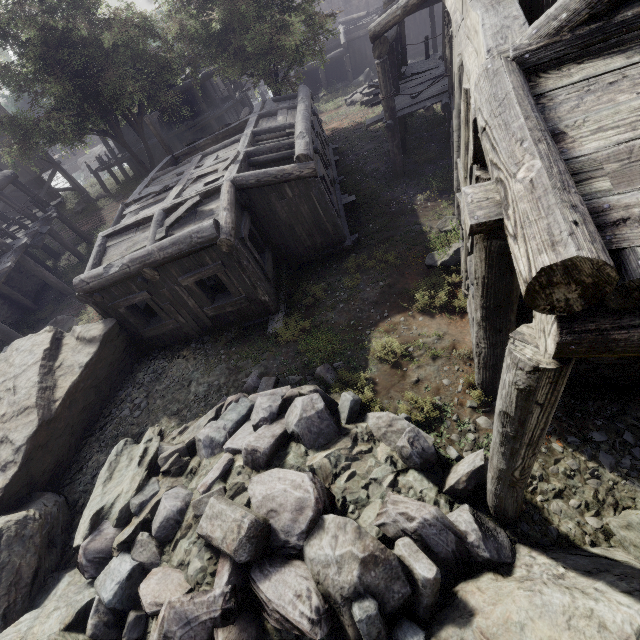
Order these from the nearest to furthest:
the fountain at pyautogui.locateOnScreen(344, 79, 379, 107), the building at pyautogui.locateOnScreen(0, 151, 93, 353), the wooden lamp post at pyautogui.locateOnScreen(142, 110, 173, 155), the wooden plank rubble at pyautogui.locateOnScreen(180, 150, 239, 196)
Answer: the wooden plank rubble at pyautogui.locateOnScreen(180, 150, 239, 196), the building at pyautogui.locateOnScreen(0, 151, 93, 353), the wooden lamp post at pyautogui.locateOnScreen(142, 110, 173, 155), the fountain at pyautogui.locateOnScreen(344, 79, 379, 107)

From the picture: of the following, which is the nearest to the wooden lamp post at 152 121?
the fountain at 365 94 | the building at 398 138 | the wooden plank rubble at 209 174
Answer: the building at 398 138

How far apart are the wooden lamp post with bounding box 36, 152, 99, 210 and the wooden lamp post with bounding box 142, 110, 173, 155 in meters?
13.1

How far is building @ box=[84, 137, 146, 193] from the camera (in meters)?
26.58

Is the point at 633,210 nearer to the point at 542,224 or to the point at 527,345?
the point at 542,224

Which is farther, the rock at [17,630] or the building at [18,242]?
the building at [18,242]

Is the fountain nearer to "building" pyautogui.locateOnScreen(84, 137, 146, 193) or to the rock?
"building" pyautogui.locateOnScreen(84, 137, 146, 193)

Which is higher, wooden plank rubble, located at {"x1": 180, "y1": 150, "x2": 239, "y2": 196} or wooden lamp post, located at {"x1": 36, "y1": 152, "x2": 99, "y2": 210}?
wooden plank rubble, located at {"x1": 180, "y1": 150, "x2": 239, "y2": 196}
